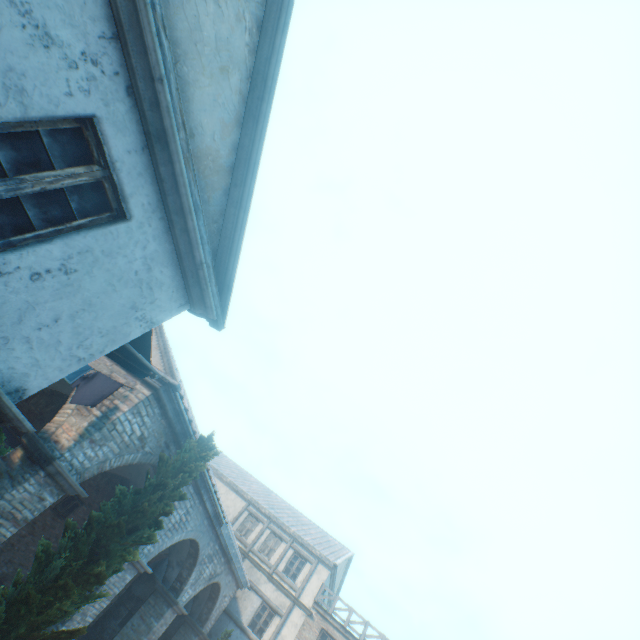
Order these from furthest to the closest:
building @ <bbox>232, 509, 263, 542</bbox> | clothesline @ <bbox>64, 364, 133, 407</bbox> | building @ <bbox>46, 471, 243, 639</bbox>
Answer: building @ <bbox>232, 509, 263, 542</bbox> → building @ <bbox>46, 471, 243, 639</bbox> → clothesline @ <bbox>64, 364, 133, 407</bbox>

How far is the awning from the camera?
5.84m

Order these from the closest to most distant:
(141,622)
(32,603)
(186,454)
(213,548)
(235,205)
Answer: (235,205) → (32,603) → (186,454) → (141,622) → (213,548)

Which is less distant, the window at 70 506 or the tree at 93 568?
the tree at 93 568

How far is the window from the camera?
13.0m

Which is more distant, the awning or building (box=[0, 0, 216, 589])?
the awning

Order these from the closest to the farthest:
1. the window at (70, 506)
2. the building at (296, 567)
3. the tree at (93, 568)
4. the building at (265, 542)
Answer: the tree at (93, 568)
the window at (70, 506)
the building at (296, 567)
the building at (265, 542)

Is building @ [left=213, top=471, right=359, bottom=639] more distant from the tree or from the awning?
the awning
